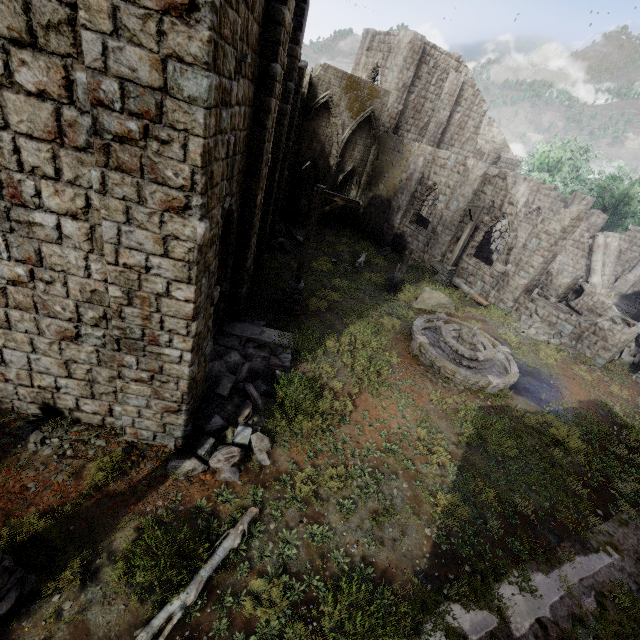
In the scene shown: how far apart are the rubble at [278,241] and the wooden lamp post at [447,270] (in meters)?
8.05

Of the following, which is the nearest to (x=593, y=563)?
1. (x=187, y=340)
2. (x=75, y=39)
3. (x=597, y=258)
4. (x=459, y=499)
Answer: (x=459, y=499)

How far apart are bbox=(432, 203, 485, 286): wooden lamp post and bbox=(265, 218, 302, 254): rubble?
8.1m

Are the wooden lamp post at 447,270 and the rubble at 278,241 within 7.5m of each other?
no

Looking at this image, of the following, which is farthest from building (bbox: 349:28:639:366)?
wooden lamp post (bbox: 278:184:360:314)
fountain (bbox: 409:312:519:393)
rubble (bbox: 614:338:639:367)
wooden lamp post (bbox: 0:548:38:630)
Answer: fountain (bbox: 409:312:519:393)

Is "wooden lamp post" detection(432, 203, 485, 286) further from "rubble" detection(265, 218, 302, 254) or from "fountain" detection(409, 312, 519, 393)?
"rubble" detection(265, 218, 302, 254)

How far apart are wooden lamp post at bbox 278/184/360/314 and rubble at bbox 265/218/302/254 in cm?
644

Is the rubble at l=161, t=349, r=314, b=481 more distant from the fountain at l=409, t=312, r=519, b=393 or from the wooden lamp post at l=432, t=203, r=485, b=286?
the wooden lamp post at l=432, t=203, r=485, b=286
